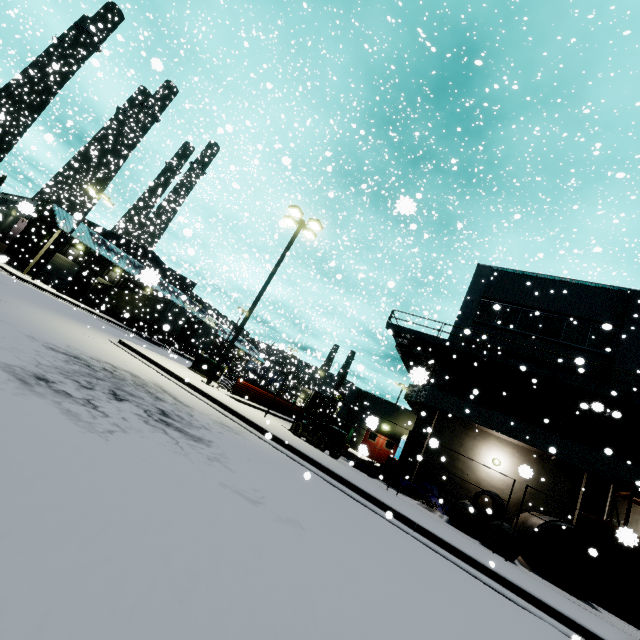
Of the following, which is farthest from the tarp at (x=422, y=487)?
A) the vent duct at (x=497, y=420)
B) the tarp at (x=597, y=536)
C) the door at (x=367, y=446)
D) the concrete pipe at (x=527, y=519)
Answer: the door at (x=367, y=446)

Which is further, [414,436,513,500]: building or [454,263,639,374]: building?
[454,263,639,374]: building

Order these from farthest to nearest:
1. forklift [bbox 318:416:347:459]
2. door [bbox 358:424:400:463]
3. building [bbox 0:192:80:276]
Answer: building [bbox 0:192:80:276], forklift [bbox 318:416:347:459], door [bbox 358:424:400:463]

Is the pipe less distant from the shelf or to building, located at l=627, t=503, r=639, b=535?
building, located at l=627, t=503, r=639, b=535

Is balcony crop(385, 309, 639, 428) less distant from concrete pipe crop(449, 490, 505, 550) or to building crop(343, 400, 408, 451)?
building crop(343, 400, 408, 451)

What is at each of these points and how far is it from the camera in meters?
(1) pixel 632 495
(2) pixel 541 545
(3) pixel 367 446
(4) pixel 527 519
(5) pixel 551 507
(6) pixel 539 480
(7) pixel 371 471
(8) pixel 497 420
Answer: (1) shelf, 13.1 m
(2) building, 14.9 m
(3) door, 27.5 m
(4) concrete pipe, 13.1 m
(5) building, 15.3 m
(6) building, 15.9 m
(7) pipe, 14.8 m
(8) vent duct, 16.5 m

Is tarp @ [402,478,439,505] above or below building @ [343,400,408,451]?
below

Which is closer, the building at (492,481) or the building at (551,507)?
the building at (551,507)
